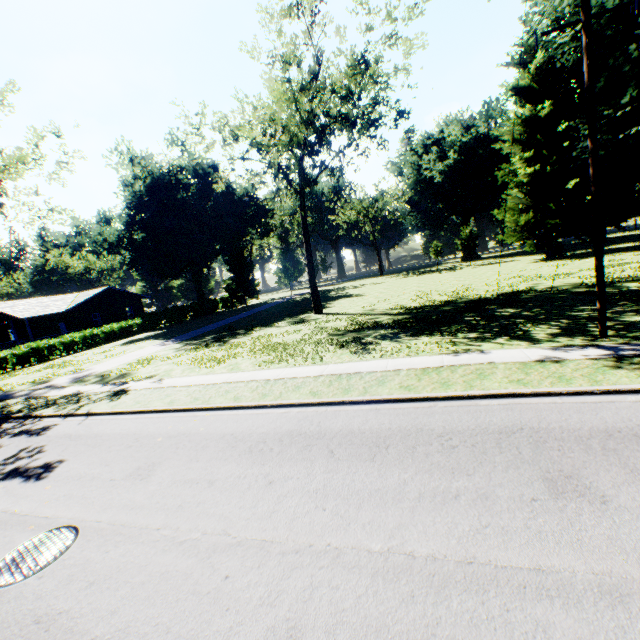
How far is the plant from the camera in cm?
4859

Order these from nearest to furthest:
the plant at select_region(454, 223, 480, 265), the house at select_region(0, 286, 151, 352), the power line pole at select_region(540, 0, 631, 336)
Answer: the power line pole at select_region(540, 0, 631, 336) < the house at select_region(0, 286, 151, 352) < the plant at select_region(454, 223, 480, 265)

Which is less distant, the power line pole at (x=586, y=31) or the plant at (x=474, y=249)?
the power line pole at (x=586, y=31)

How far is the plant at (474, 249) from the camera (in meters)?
48.59

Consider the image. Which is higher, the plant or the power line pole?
the power line pole

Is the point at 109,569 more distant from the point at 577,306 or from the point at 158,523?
the point at 577,306

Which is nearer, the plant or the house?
the house

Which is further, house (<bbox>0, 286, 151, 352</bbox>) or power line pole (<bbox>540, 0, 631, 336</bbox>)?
house (<bbox>0, 286, 151, 352</bbox>)
